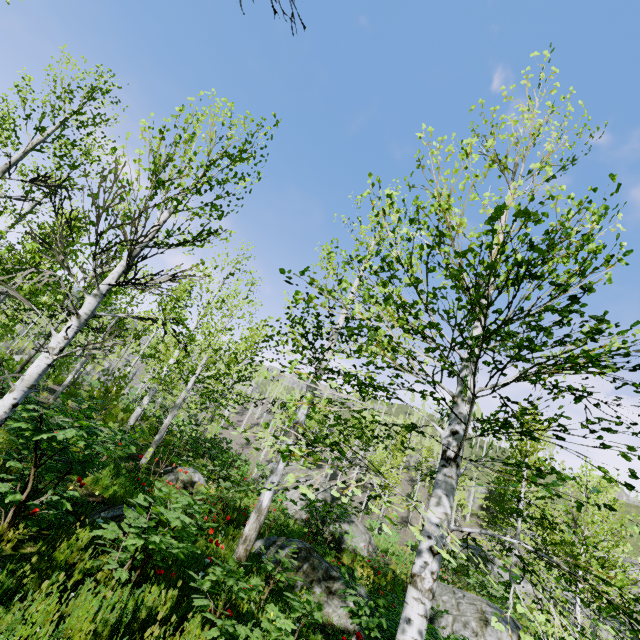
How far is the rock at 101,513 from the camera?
4.6m

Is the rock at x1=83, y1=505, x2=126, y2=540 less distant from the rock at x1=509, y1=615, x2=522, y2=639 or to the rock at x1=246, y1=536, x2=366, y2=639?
the rock at x1=246, y1=536, x2=366, y2=639

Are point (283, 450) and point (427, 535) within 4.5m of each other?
yes

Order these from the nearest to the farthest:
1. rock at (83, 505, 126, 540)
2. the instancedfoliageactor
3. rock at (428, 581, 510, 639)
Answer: the instancedfoliageactor, rock at (83, 505, 126, 540), rock at (428, 581, 510, 639)

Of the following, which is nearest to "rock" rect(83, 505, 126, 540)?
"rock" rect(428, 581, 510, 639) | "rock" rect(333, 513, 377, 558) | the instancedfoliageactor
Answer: the instancedfoliageactor

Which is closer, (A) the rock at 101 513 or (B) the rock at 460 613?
(A) the rock at 101 513

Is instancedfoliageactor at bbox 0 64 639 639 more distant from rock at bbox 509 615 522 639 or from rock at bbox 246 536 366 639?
rock at bbox 509 615 522 639
